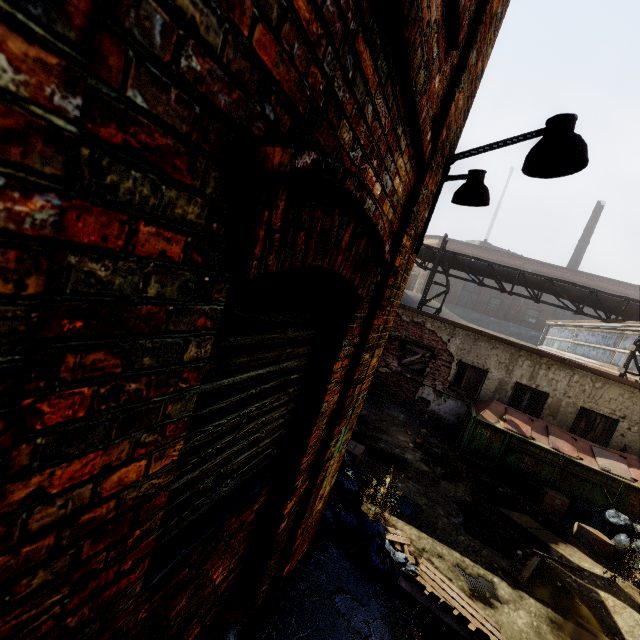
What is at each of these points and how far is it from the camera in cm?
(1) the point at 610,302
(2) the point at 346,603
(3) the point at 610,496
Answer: (1) pipe, 1152
(2) building, 301
(3) trash container, 800

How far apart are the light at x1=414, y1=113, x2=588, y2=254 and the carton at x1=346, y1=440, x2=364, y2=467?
5.3 meters

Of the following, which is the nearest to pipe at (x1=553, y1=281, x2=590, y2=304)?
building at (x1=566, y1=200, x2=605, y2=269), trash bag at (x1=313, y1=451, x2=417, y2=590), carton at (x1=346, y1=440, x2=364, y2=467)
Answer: trash bag at (x1=313, y1=451, x2=417, y2=590)

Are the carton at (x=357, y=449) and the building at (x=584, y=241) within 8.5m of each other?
no

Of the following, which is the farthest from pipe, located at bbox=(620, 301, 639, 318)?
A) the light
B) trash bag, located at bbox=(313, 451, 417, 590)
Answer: trash bag, located at bbox=(313, 451, 417, 590)

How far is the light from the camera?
2.3 meters

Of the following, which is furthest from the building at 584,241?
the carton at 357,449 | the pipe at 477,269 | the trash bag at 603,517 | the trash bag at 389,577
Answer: the carton at 357,449

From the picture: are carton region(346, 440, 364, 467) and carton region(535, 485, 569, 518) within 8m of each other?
yes
